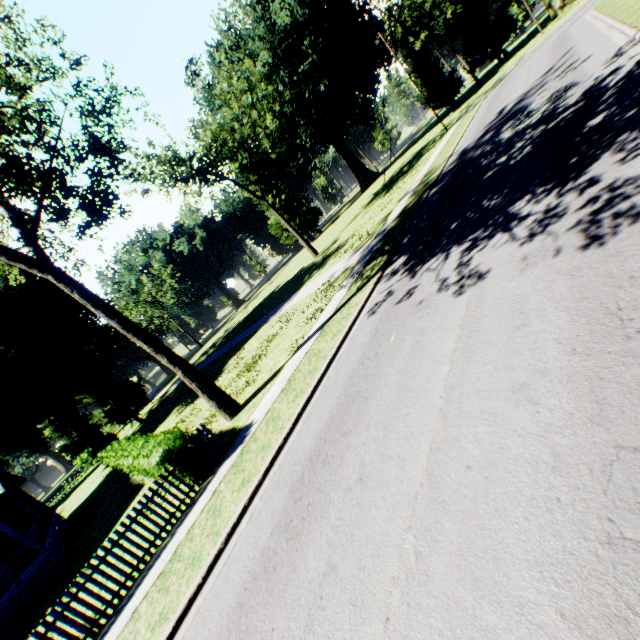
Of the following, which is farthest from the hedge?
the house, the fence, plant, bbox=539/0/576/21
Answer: plant, bbox=539/0/576/21

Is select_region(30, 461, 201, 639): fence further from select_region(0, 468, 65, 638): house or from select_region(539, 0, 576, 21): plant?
select_region(539, 0, 576, 21): plant

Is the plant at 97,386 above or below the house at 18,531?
above

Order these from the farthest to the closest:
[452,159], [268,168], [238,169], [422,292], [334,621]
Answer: [238,169]
[268,168]
[452,159]
[422,292]
[334,621]

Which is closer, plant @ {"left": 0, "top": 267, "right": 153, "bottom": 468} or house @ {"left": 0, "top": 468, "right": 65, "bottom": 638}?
house @ {"left": 0, "top": 468, "right": 65, "bottom": 638}

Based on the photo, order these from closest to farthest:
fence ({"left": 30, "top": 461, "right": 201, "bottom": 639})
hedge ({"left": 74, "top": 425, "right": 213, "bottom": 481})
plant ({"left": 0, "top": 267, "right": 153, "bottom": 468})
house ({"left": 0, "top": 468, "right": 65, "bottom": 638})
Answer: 1. fence ({"left": 30, "top": 461, "right": 201, "bottom": 639})
2. hedge ({"left": 74, "top": 425, "right": 213, "bottom": 481})
3. house ({"left": 0, "top": 468, "right": 65, "bottom": 638})
4. plant ({"left": 0, "top": 267, "right": 153, "bottom": 468})

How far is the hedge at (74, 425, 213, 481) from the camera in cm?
955

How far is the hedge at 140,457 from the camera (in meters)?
9.55
